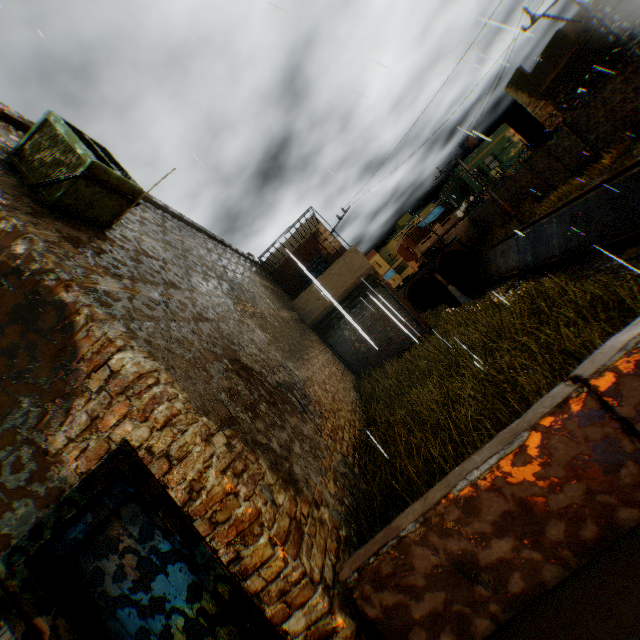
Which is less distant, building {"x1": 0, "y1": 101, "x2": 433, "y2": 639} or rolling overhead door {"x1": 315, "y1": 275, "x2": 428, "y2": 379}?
building {"x1": 0, "y1": 101, "x2": 433, "y2": 639}

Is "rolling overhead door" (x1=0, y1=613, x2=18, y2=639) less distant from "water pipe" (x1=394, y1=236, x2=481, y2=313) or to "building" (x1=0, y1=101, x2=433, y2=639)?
"building" (x1=0, y1=101, x2=433, y2=639)

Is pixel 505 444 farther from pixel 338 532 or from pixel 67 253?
pixel 67 253

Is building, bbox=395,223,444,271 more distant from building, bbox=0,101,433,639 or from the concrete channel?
the concrete channel

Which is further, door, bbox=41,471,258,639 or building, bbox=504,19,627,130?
building, bbox=504,19,627,130

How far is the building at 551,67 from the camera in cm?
1827

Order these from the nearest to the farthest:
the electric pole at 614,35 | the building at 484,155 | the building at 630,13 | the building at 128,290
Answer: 1. the building at 128,290
2. the electric pole at 614,35
3. the building at 630,13
4. the building at 484,155

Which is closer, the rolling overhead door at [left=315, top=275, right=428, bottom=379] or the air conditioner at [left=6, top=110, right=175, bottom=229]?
the air conditioner at [left=6, top=110, right=175, bottom=229]
